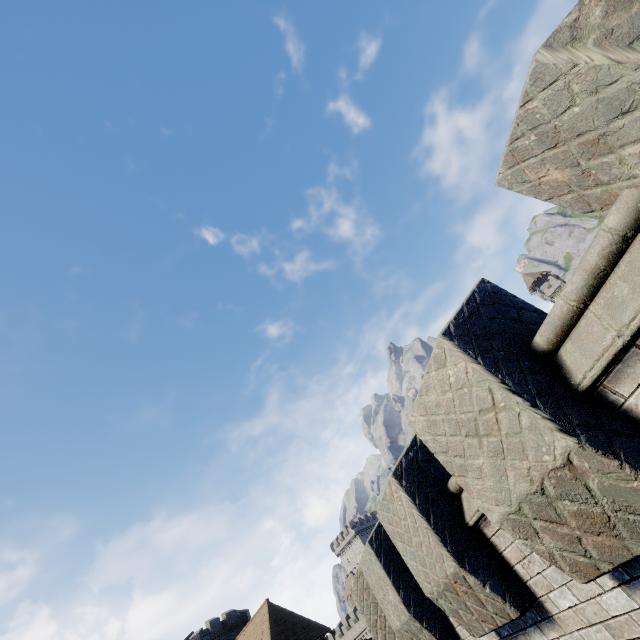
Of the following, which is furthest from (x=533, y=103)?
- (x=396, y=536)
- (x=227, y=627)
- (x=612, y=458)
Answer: (x=227, y=627)

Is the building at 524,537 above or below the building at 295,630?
below

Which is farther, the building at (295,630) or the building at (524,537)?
the building at (295,630)

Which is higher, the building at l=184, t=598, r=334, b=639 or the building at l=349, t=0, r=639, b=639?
the building at l=184, t=598, r=334, b=639

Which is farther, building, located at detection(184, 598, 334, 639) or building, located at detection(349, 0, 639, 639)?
building, located at detection(184, 598, 334, 639)
